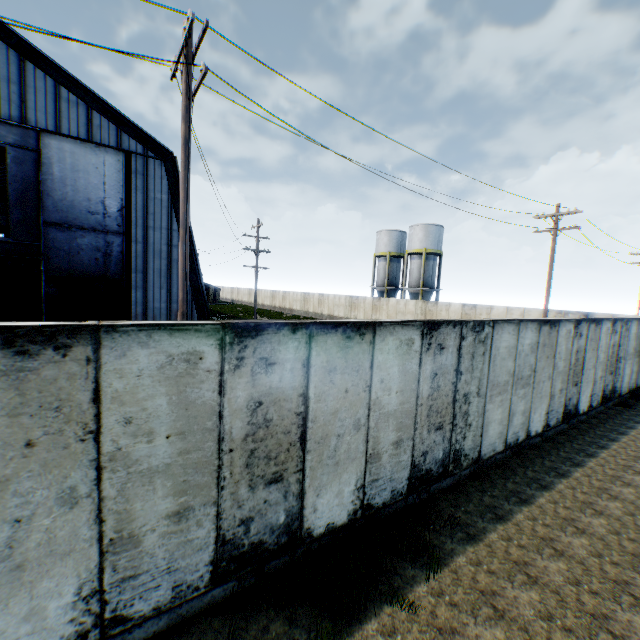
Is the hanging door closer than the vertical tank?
Yes

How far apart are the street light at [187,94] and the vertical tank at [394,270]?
33.3 meters

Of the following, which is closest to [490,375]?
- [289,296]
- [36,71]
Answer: [36,71]

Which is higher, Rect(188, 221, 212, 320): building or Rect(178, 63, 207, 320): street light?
Rect(178, 63, 207, 320): street light

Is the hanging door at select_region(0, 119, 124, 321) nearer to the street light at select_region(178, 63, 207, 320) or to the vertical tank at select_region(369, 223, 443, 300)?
the street light at select_region(178, 63, 207, 320)

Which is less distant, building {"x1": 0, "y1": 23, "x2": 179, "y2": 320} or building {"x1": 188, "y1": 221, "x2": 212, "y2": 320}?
building {"x1": 0, "y1": 23, "x2": 179, "y2": 320}

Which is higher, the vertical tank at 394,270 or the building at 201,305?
the vertical tank at 394,270

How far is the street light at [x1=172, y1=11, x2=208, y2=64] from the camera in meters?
6.3
